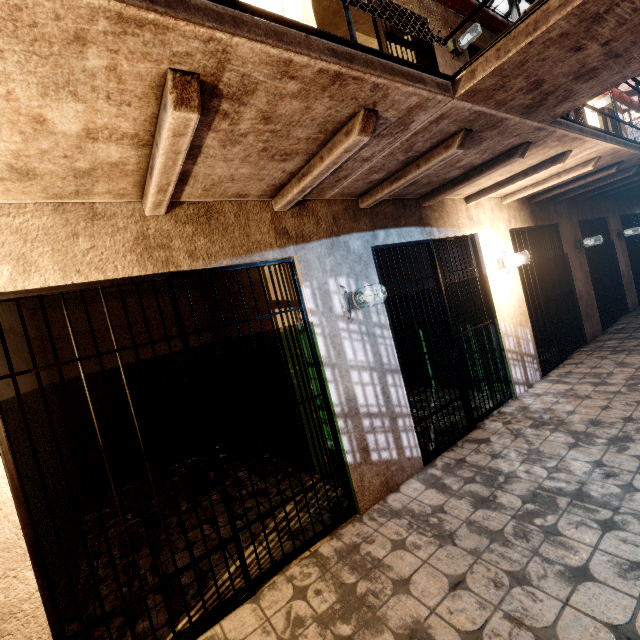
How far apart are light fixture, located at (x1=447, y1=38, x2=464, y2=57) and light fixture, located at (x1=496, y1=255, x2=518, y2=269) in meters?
3.0

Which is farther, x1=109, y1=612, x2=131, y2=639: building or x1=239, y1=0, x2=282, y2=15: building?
x1=239, y1=0, x2=282, y2=15: building

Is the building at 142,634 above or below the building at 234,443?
below

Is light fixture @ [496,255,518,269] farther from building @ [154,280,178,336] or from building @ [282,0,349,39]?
building @ [154,280,178,336]

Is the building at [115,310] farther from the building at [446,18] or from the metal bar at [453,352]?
the metal bar at [453,352]

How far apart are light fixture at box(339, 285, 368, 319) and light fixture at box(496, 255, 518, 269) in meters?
2.7 m

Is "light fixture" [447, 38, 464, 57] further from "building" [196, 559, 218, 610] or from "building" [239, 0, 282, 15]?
"building" [196, 559, 218, 610]

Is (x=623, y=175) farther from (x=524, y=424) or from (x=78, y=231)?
(x=78, y=231)
